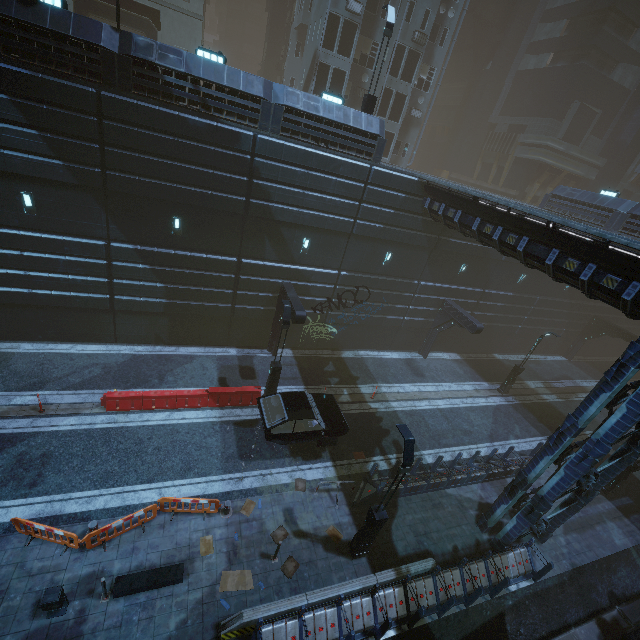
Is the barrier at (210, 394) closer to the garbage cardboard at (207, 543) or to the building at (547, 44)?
the building at (547, 44)

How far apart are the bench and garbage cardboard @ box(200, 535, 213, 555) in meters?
0.5

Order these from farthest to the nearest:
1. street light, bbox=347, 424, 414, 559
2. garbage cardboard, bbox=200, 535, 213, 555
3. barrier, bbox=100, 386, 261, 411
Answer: barrier, bbox=100, 386, 261, 411 < garbage cardboard, bbox=200, 535, 213, 555 < street light, bbox=347, 424, 414, 559

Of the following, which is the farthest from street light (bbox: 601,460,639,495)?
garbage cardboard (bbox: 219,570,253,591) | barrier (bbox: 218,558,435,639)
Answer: garbage cardboard (bbox: 219,570,253,591)

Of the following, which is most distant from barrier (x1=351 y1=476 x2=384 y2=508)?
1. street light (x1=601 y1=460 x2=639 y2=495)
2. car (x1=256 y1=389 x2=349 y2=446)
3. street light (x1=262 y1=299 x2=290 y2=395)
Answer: street light (x1=601 y1=460 x2=639 y2=495)

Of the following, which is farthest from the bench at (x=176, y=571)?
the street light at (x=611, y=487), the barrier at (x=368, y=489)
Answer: the street light at (x=611, y=487)

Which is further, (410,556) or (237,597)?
(410,556)

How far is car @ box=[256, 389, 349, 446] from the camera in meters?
13.2
